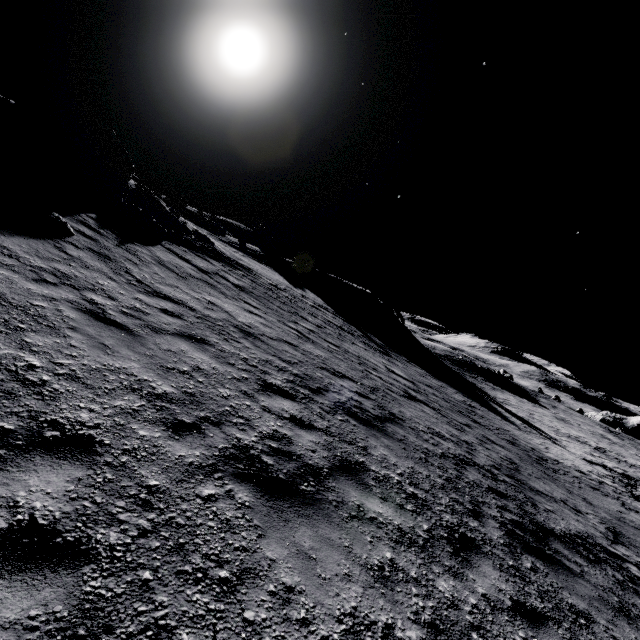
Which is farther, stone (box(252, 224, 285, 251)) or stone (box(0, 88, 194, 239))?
stone (box(252, 224, 285, 251))

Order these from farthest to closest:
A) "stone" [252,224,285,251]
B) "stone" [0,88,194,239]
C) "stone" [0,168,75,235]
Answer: "stone" [252,224,285,251]
"stone" [0,88,194,239]
"stone" [0,168,75,235]

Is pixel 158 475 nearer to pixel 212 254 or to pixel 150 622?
pixel 150 622

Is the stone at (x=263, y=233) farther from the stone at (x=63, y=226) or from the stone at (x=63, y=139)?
the stone at (x=63, y=226)

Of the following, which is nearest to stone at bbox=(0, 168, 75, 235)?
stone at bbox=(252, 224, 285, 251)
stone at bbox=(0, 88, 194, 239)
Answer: stone at bbox=(0, 88, 194, 239)

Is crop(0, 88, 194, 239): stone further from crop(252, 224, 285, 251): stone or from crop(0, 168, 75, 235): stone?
crop(252, 224, 285, 251): stone
